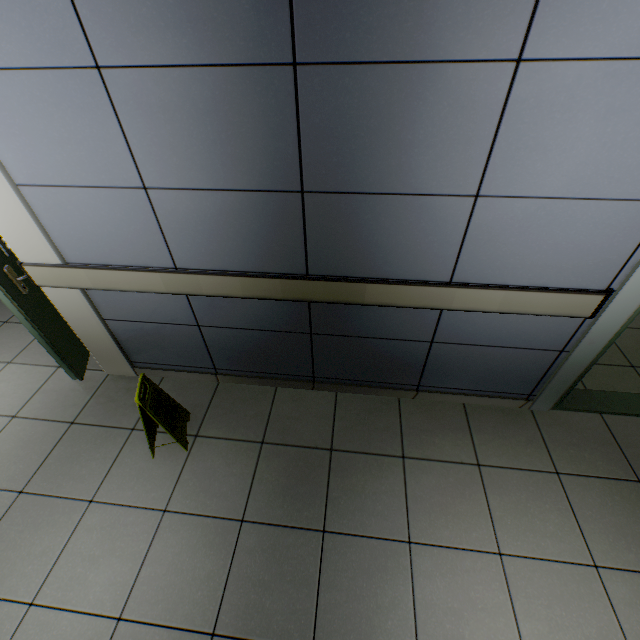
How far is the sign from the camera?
1.98m

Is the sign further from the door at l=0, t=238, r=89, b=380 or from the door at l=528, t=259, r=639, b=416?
the door at l=528, t=259, r=639, b=416

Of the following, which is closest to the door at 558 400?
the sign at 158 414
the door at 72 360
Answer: the sign at 158 414

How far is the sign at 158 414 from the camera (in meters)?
1.98

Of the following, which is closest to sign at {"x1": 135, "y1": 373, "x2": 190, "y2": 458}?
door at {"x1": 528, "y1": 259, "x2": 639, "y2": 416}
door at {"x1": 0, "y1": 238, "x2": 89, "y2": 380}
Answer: door at {"x1": 0, "y1": 238, "x2": 89, "y2": 380}

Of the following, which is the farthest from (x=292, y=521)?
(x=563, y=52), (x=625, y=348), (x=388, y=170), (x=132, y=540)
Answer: (x=625, y=348)
